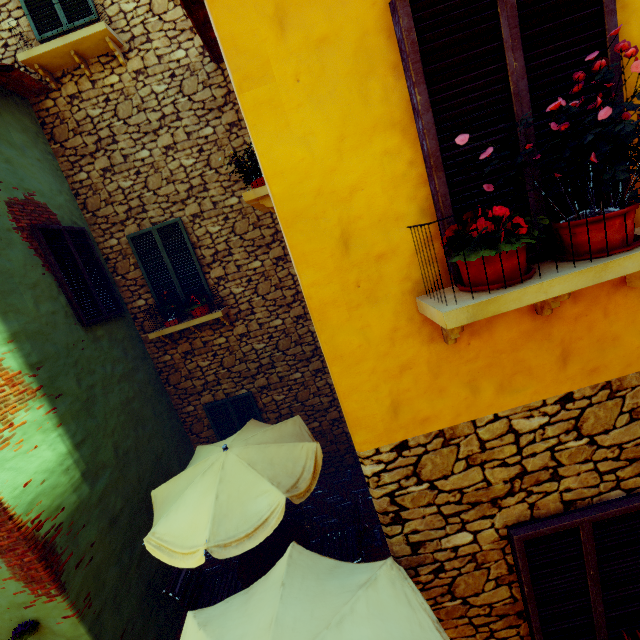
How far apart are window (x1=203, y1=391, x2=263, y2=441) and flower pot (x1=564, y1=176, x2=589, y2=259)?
6.12m

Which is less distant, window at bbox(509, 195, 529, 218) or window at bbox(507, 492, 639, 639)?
window at bbox(509, 195, 529, 218)

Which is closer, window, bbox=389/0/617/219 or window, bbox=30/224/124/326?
window, bbox=389/0/617/219

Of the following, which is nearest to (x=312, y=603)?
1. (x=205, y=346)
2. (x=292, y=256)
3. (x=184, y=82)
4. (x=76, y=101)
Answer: (x=292, y=256)

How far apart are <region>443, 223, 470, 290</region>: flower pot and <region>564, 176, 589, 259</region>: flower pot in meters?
0.2

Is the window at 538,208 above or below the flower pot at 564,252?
above

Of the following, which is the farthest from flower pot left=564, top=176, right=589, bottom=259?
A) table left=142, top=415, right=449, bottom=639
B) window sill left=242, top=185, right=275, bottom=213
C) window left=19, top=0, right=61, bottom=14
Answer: window left=19, top=0, right=61, bottom=14

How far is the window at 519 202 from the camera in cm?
193
